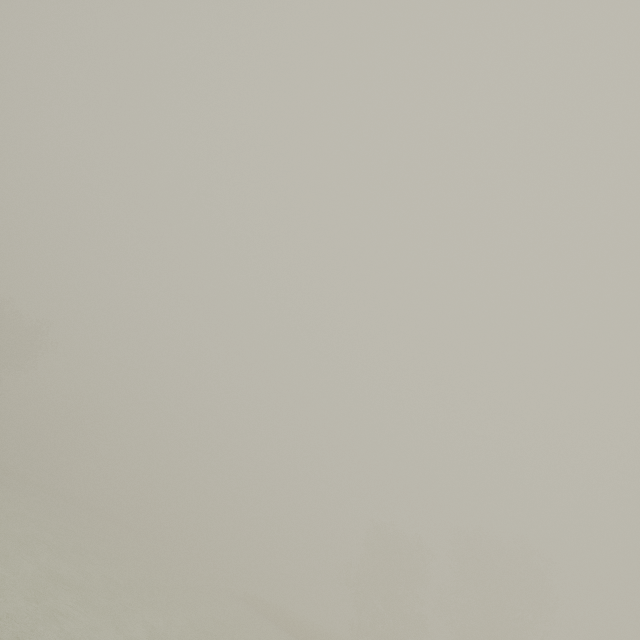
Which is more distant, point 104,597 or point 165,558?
point 165,558
